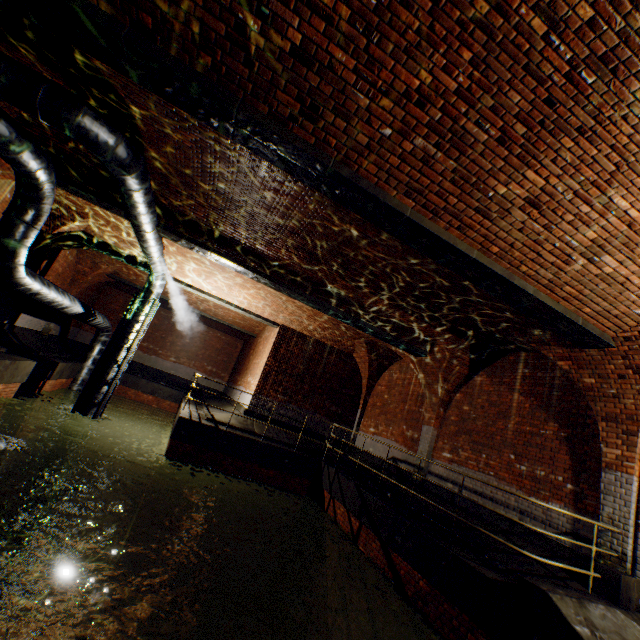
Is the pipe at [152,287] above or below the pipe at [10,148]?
above

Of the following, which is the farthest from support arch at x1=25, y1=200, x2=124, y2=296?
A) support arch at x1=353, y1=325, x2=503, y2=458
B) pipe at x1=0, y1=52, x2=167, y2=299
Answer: support arch at x1=353, y1=325, x2=503, y2=458

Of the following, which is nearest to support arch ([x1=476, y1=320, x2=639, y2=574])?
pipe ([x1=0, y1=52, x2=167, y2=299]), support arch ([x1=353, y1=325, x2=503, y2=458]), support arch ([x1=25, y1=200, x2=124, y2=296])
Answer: pipe ([x1=0, y1=52, x2=167, y2=299])

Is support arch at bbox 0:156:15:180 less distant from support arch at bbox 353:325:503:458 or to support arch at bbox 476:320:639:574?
support arch at bbox 476:320:639:574

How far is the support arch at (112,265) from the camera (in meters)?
10.36

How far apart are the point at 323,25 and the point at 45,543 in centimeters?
1486cm

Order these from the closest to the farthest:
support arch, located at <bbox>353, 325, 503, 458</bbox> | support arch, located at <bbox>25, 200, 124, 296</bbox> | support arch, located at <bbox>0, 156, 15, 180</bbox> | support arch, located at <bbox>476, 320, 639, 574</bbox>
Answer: A:
support arch, located at <bbox>476, 320, 639, 574</bbox>
support arch, located at <bbox>0, 156, 15, 180</bbox>
support arch, located at <bbox>353, 325, 503, 458</bbox>
support arch, located at <bbox>25, 200, 124, 296</bbox>

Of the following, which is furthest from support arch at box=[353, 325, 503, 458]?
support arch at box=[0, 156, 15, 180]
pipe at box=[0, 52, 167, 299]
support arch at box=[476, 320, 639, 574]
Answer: support arch at box=[0, 156, 15, 180]
